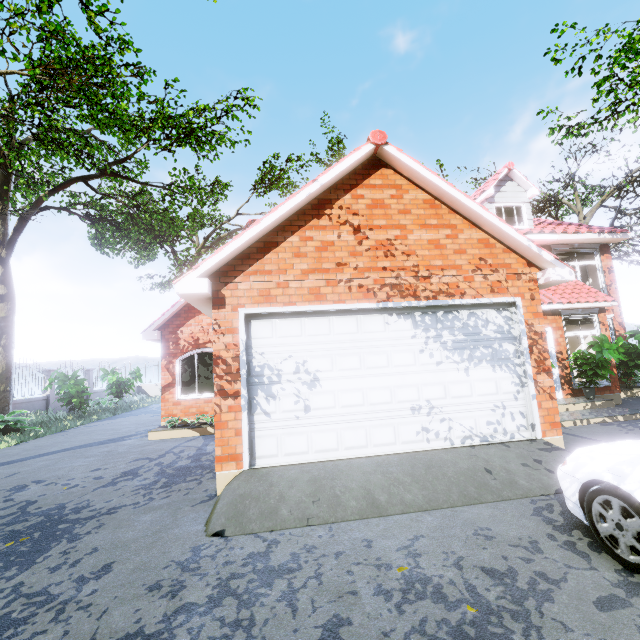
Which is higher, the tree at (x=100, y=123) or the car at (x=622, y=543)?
the tree at (x=100, y=123)

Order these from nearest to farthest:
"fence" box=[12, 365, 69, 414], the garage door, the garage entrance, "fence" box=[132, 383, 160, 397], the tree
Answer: the garage entrance < the garage door < the tree < "fence" box=[12, 365, 69, 414] < "fence" box=[132, 383, 160, 397]

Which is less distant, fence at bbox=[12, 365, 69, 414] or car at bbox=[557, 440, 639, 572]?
car at bbox=[557, 440, 639, 572]

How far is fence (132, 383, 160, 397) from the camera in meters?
25.5

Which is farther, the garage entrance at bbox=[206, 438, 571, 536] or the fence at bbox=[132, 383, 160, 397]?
the fence at bbox=[132, 383, 160, 397]

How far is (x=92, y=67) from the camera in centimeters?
1135cm

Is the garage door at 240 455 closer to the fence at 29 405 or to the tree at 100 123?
the tree at 100 123

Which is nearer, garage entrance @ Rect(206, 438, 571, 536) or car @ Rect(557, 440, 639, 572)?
car @ Rect(557, 440, 639, 572)
